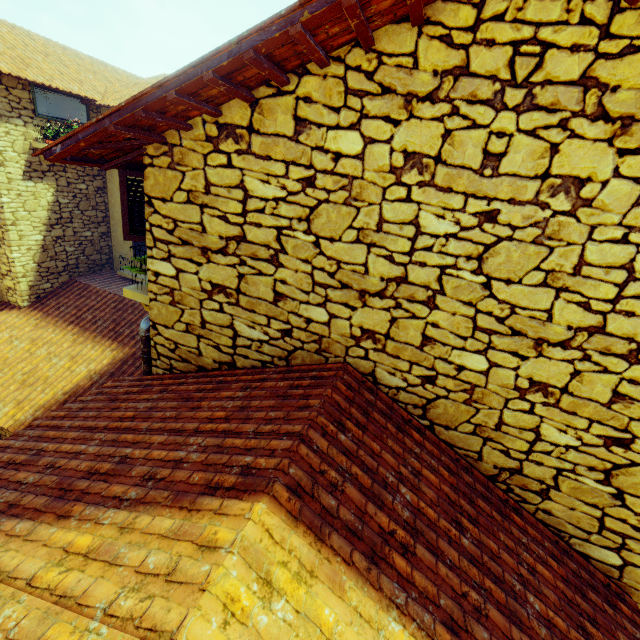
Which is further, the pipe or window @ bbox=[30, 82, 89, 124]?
window @ bbox=[30, 82, 89, 124]

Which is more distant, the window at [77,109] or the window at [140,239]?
the window at [77,109]

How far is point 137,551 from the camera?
1.32m

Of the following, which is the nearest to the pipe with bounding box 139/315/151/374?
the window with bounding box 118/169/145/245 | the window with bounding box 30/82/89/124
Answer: the window with bounding box 118/169/145/245

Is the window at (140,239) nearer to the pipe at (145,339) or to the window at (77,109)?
the pipe at (145,339)

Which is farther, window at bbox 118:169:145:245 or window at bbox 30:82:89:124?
window at bbox 30:82:89:124
